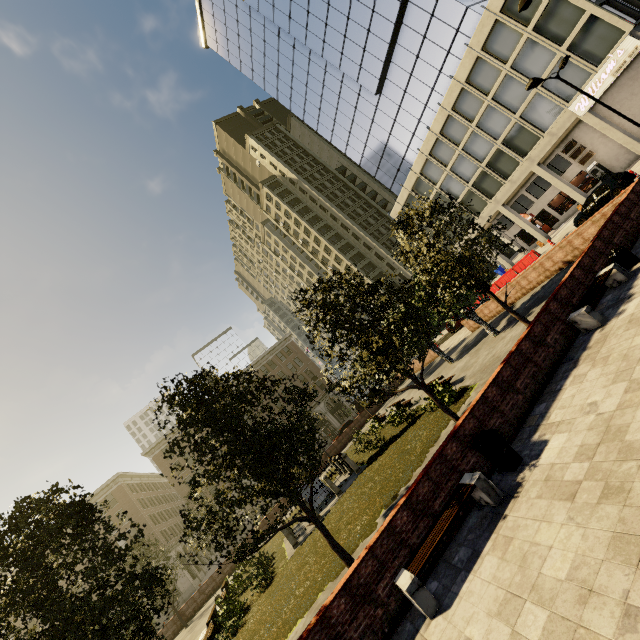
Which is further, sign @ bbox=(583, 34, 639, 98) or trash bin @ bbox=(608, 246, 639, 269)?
sign @ bbox=(583, 34, 639, 98)

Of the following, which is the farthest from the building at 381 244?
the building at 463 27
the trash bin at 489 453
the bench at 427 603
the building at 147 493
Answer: the bench at 427 603

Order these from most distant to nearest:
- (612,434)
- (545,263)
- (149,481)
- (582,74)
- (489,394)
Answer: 1. (149,481)
2. (582,74)
3. (545,263)
4. (489,394)
5. (612,434)

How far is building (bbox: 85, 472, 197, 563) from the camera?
46.06m

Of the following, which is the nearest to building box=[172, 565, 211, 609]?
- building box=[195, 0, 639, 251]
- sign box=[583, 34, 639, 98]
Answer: building box=[195, 0, 639, 251]

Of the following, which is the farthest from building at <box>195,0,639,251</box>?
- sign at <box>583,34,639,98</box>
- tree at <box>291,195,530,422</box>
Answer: tree at <box>291,195,530,422</box>

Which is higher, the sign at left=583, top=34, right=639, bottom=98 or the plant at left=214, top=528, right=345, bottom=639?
the sign at left=583, top=34, right=639, bottom=98

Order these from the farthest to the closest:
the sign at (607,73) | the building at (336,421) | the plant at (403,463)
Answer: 1. the building at (336,421)
2. the sign at (607,73)
3. the plant at (403,463)
